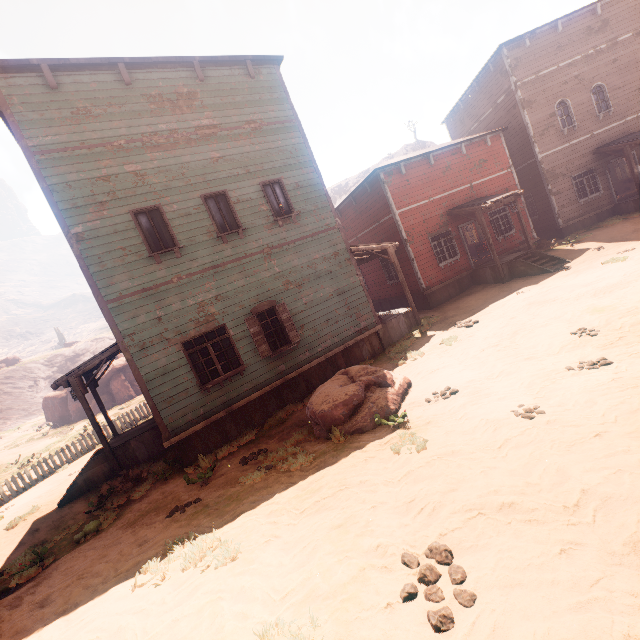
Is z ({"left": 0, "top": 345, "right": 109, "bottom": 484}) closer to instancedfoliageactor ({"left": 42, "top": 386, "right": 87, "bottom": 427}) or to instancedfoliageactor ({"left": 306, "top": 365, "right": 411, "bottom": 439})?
instancedfoliageactor ({"left": 306, "top": 365, "right": 411, "bottom": 439})

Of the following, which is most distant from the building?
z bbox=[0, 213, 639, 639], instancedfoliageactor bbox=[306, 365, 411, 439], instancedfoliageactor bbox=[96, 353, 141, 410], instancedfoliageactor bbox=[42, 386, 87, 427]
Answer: instancedfoliageactor bbox=[42, 386, 87, 427]

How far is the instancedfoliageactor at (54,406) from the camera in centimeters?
3175cm

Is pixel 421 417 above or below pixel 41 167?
below

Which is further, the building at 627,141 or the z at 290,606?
the building at 627,141

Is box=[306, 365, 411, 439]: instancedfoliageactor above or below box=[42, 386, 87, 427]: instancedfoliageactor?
below

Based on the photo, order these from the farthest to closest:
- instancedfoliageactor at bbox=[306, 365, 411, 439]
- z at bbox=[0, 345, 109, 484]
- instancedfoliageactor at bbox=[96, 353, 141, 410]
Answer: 1. instancedfoliageactor at bbox=[96, 353, 141, 410]
2. z at bbox=[0, 345, 109, 484]
3. instancedfoliageactor at bbox=[306, 365, 411, 439]
